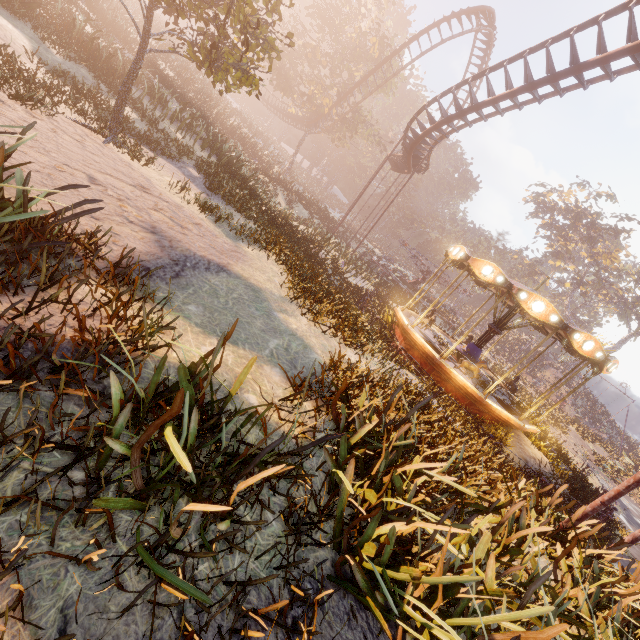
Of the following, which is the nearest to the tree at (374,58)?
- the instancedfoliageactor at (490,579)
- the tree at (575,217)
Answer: the instancedfoliageactor at (490,579)

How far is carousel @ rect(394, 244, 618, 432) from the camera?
10.6 meters

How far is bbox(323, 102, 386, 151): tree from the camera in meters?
35.6

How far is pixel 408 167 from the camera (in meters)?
24.59

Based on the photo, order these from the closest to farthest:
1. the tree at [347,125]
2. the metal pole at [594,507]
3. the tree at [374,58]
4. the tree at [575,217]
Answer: the metal pole at [594,507], the tree at [374,58], the tree at [347,125], the tree at [575,217]

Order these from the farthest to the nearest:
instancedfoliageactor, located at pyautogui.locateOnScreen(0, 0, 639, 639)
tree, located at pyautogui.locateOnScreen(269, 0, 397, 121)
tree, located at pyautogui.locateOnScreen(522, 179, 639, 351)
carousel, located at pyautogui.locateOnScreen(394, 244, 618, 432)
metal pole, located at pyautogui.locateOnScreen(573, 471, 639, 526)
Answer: tree, located at pyautogui.locateOnScreen(522, 179, 639, 351)
tree, located at pyautogui.locateOnScreen(269, 0, 397, 121)
carousel, located at pyautogui.locateOnScreen(394, 244, 618, 432)
metal pole, located at pyautogui.locateOnScreen(573, 471, 639, 526)
instancedfoliageactor, located at pyautogui.locateOnScreen(0, 0, 639, 639)

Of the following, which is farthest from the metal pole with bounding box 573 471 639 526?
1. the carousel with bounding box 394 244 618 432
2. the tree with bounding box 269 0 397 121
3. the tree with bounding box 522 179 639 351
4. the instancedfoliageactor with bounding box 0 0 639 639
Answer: the tree with bounding box 522 179 639 351

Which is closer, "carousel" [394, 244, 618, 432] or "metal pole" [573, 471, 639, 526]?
"metal pole" [573, 471, 639, 526]
